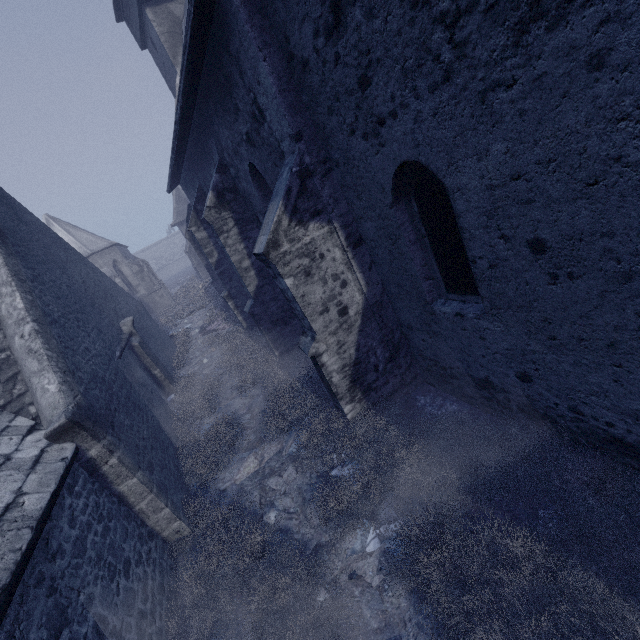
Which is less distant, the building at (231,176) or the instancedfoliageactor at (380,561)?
the building at (231,176)

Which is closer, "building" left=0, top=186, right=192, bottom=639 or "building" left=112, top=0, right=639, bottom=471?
"building" left=112, top=0, right=639, bottom=471

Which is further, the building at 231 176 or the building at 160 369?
the building at 160 369

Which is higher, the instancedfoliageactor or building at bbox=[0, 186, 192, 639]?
building at bbox=[0, 186, 192, 639]

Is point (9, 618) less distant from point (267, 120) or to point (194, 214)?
point (267, 120)

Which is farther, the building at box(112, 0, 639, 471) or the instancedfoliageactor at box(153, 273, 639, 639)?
the instancedfoliageactor at box(153, 273, 639, 639)
